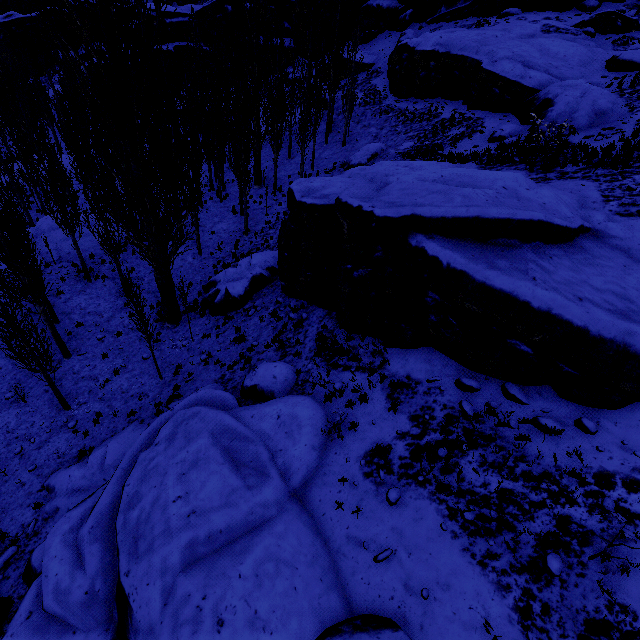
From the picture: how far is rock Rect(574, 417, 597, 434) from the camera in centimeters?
636cm

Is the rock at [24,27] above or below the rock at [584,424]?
above

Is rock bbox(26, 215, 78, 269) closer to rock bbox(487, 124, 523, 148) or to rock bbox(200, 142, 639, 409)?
rock bbox(200, 142, 639, 409)

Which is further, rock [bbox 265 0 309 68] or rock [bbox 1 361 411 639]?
rock [bbox 265 0 309 68]

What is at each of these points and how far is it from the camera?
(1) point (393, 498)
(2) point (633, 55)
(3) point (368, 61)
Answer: (1) rock, 6.9 meters
(2) rock, 19.3 meters
(3) rock, 36.7 meters

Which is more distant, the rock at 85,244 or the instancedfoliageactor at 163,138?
the rock at 85,244
